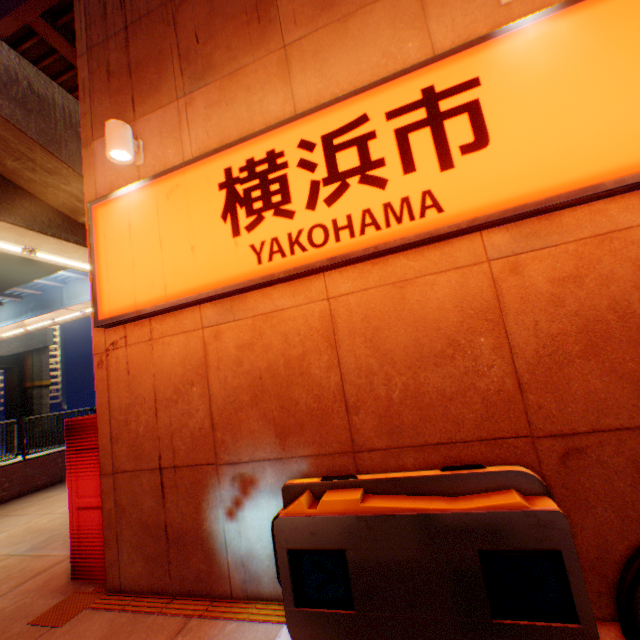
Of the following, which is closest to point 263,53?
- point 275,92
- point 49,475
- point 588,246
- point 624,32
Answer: point 275,92

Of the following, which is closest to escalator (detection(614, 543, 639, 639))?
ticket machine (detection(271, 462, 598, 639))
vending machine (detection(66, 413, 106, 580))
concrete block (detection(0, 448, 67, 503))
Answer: ticket machine (detection(271, 462, 598, 639))

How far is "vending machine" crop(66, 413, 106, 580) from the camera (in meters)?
4.05

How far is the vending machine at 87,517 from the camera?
4.05m

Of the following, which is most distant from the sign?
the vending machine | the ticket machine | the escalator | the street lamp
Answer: the escalator

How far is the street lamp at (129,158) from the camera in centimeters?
381cm

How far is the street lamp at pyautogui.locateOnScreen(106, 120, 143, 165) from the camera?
3.8m

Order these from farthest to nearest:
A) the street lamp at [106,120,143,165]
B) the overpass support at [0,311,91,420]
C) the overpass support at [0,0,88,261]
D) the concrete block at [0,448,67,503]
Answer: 1. the overpass support at [0,311,91,420]
2. the concrete block at [0,448,67,503]
3. the overpass support at [0,0,88,261]
4. the street lamp at [106,120,143,165]
